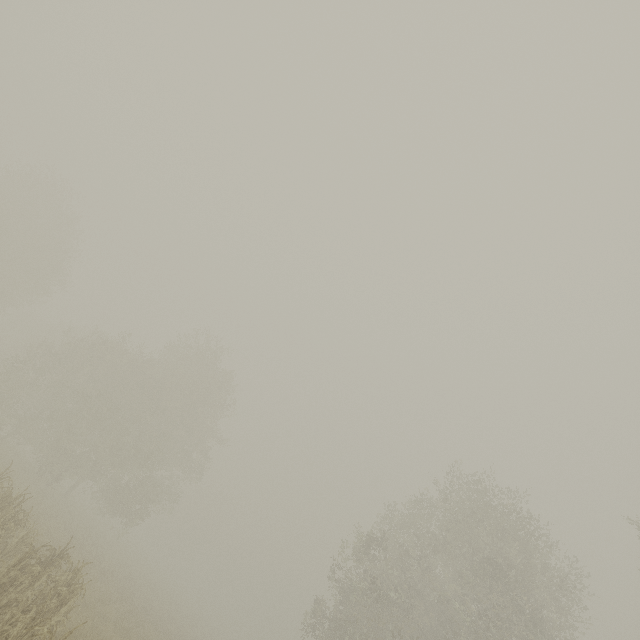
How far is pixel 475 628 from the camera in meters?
15.2
